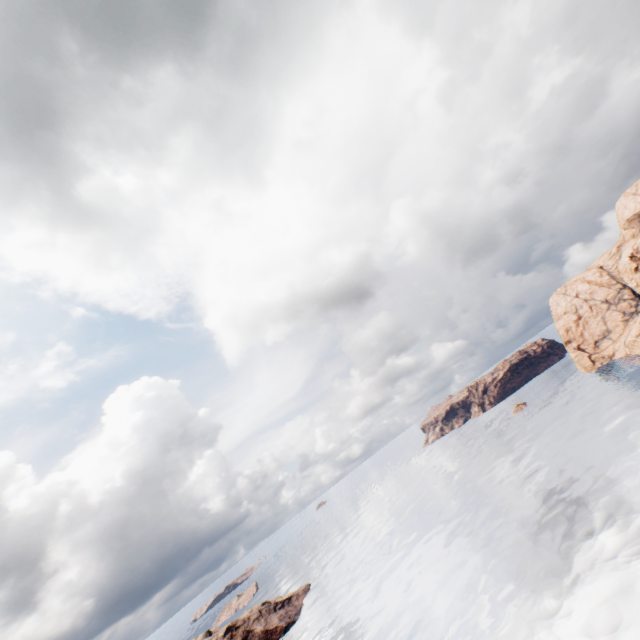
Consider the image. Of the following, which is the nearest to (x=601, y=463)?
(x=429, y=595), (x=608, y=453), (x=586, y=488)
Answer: (x=608, y=453)
